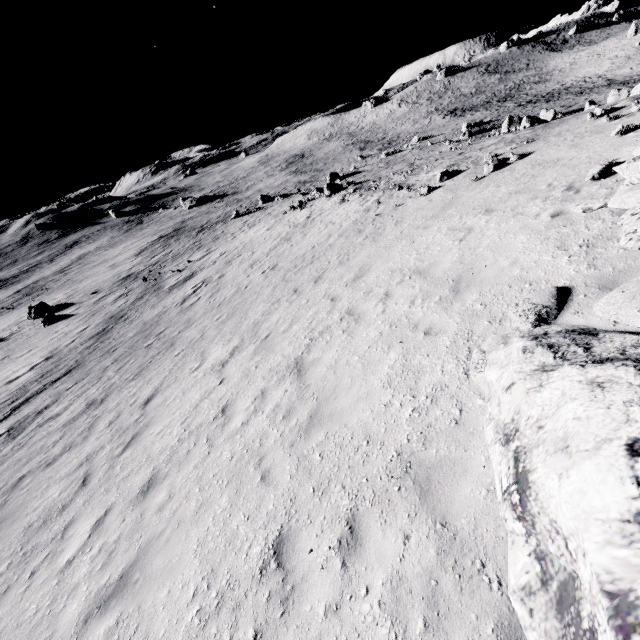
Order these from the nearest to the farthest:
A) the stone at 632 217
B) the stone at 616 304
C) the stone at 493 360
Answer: the stone at 493 360, the stone at 616 304, the stone at 632 217

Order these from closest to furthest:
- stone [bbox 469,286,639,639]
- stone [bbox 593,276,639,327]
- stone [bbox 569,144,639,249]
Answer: stone [bbox 469,286,639,639] → stone [bbox 593,276,639,327] → stone [bbox 569,144,639,249]

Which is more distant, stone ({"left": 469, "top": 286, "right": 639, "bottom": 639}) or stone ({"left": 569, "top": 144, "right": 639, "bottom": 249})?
stone ({"left": 569, "top": 144, "right": 639, "bottom": 249})

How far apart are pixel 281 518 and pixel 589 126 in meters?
15.6 m

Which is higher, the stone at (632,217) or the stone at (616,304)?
the stone at (632,217)

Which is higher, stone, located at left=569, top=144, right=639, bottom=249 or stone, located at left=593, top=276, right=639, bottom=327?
stone, located at left=569, top=144, right=639, bottom=249
